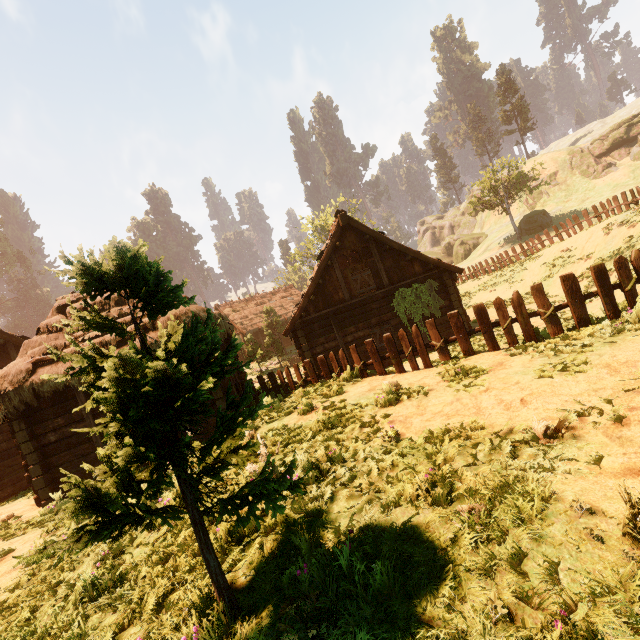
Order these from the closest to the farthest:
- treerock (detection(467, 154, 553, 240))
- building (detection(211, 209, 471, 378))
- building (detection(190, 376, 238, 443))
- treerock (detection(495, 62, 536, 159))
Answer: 1. building (detection(190, 376, 238, 443))
2. building (detection(211, 209, 471, 378))
3. treerock (detection(467, 154, 553, 240))
4. treerock (detection(495, 62, 536, 159))

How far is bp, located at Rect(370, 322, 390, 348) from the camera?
15.8m

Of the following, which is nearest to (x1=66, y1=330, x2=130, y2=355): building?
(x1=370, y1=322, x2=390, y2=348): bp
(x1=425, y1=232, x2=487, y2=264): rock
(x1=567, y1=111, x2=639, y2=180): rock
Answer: (x1=370, y1=322, x2=390, y2=348): bp

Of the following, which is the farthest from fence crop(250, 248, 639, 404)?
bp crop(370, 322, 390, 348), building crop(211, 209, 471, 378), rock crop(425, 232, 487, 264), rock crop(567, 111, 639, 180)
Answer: rock crop(567, 111, 639, 180)

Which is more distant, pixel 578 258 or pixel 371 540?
pixel 578 258

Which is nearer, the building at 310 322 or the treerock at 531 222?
the building at 310 322
